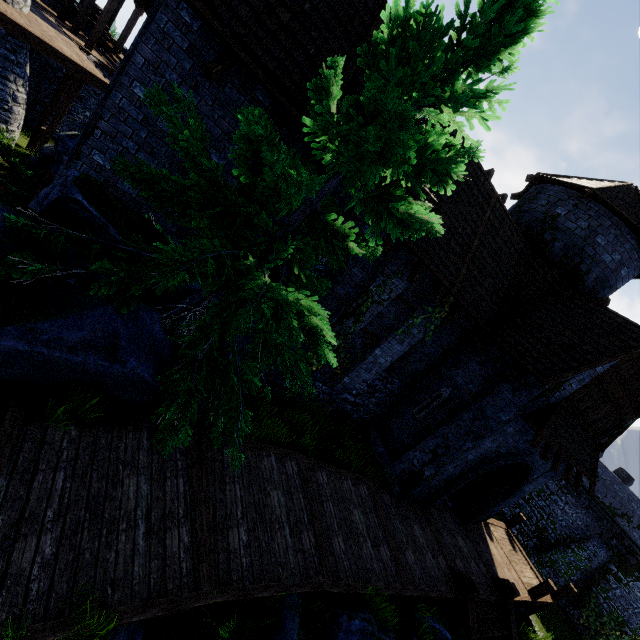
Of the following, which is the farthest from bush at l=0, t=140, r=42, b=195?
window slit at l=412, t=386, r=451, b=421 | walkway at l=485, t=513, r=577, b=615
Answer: walkway at l=485, t=513, r=577, b=615

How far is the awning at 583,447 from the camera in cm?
916

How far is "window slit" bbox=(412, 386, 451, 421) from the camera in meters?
11.3 m

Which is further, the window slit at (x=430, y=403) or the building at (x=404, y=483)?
the window slit at (x=430, y=403)

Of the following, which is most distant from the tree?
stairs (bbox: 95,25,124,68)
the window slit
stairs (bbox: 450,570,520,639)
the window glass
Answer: stairs (bbox: 95,25,124,68)

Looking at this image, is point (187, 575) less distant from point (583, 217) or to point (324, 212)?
point (324, 212)

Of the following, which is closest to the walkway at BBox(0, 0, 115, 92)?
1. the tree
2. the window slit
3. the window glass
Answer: the tree

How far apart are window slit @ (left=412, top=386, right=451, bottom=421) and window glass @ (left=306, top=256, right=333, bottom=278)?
6.0m
